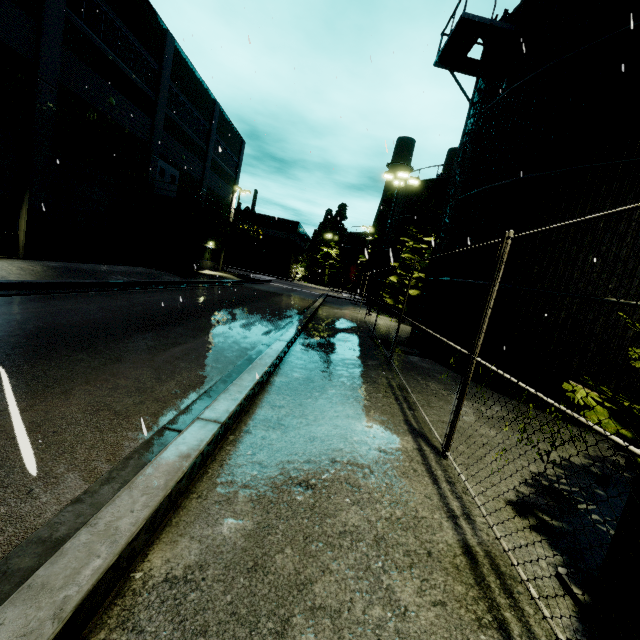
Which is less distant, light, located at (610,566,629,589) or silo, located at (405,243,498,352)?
light, located at (610,566,629,589)

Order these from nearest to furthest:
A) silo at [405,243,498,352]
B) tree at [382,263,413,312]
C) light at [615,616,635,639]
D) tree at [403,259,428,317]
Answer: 1. light at [615,616,635,639]
2. silo at [405,243,498,352]
3. tree at [403,259,428,317]
4. tree at [382,263,413,312]

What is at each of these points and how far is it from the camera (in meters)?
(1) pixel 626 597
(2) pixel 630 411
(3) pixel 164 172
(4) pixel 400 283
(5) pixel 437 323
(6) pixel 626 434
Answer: (1) light, 2.43
(2) tree, 3.35
(3) door, 23.36
(4) tree, 25.86
(5) silo, 11.90
(6) tree, 2.98

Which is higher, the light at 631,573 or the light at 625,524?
the light at 625,524

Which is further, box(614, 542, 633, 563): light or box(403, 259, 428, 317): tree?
box(403, 259, 428, 317): tree

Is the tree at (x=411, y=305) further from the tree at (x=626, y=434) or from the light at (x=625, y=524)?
the light at (x=625, y=524)

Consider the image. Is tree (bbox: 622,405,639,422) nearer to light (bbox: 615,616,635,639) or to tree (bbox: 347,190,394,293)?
light (bbox: 615,616,635,639)

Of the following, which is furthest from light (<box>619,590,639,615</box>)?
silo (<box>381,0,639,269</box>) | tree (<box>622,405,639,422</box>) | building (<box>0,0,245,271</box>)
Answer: building (<box>0,0,245,271</box>)
